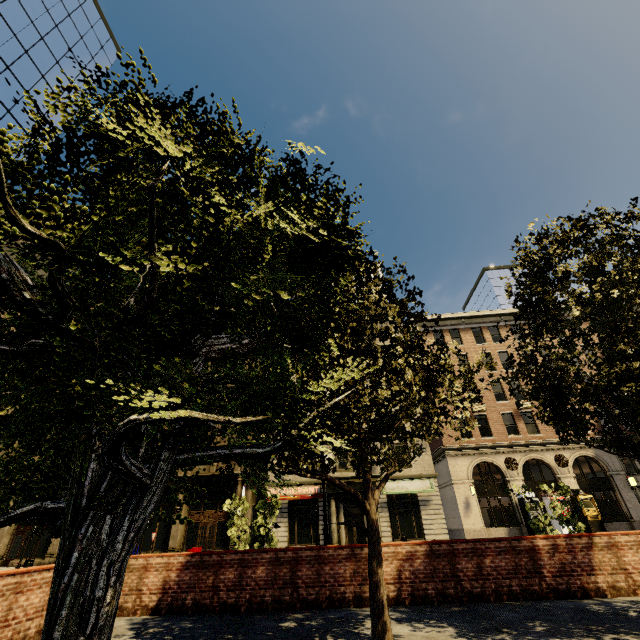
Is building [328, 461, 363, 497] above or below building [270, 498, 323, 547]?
above

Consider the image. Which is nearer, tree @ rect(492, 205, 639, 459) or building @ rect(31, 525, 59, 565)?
tree @ rect(492, 205, 639, 459)

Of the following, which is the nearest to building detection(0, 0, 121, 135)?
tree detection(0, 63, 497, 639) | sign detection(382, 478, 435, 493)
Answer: sign detection(382, 478, 435, 493)

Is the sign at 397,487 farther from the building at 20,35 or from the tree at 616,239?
the tree at 616,239

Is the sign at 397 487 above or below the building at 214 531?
above

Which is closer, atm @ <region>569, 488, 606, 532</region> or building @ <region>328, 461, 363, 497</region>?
atm @ <region>569, 488, 606, 532</region>

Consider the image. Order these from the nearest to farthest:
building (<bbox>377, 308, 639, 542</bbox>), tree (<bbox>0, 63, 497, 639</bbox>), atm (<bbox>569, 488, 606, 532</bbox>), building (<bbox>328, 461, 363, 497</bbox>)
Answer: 1. tree (<bbox>0, 63, 497, 639</bbox>)
2. atm (<bbox>569, 488, 606, 532</bbox>)
3. building (<bbox>377, 308, 639, 542</bbox>)
4. building (<bbox>328, 461, 363, 497</bbox>)

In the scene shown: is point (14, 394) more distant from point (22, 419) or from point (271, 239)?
point (271, 239)
